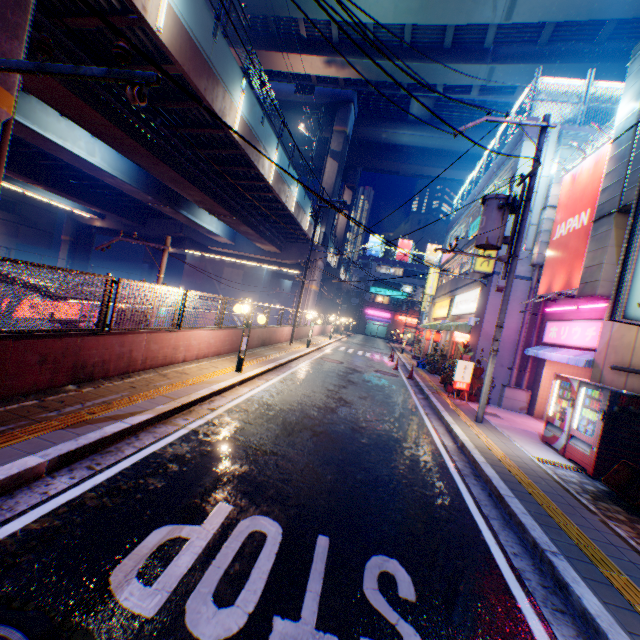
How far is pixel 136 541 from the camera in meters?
3.2 m

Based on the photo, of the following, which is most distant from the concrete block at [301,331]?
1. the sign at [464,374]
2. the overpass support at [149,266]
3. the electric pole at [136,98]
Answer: the overpass support at [149,266]

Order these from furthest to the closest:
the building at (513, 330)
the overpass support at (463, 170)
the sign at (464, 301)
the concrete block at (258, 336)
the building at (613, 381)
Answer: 1. the overpass support at (463, 170)
2. the sign at (464, 301)
3. the concrete block at (258, 336)
4. the building at (513, 330)
5. the building at (613, 381)

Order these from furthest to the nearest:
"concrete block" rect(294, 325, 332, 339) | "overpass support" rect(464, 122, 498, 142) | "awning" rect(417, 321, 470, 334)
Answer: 1. "overpass support" rect(464, 122, 498, 142)
2. "concrete block" rect(294, 325, 332, 339)
3. "awning" rect(417, 321, 470, 334)

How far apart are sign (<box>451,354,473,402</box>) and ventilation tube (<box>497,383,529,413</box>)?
1.55m

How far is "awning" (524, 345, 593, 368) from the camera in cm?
976

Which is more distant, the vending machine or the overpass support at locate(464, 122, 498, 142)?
the overpass support at locate(464, 122, 498, 142)

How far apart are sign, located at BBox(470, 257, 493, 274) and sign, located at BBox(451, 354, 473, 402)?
4.0m
